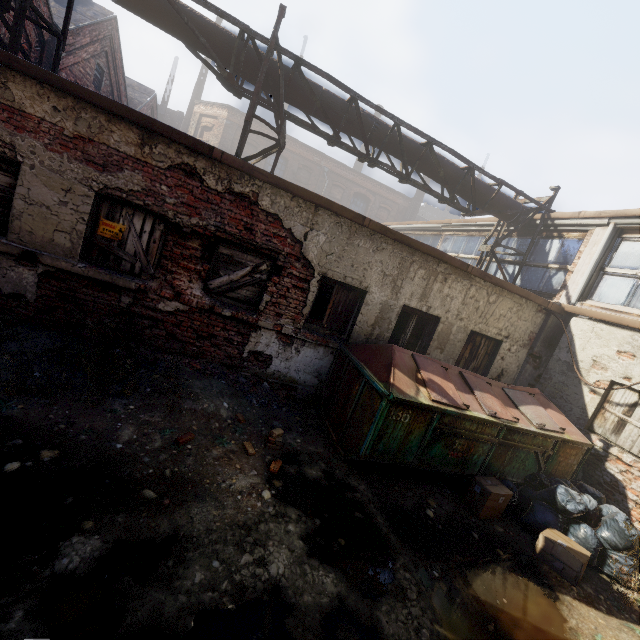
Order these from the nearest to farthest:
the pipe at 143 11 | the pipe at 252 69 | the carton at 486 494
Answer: the carton at 486 494 → the pipe at 143 11 → the pipe at 252 69

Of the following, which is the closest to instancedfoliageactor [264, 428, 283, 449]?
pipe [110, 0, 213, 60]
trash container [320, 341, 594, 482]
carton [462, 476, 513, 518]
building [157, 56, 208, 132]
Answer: trash container [320, 341, 594, 482]

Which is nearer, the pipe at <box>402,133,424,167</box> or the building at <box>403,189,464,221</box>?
the pipe at <box>402,133,424,167</box>

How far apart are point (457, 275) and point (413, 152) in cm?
361

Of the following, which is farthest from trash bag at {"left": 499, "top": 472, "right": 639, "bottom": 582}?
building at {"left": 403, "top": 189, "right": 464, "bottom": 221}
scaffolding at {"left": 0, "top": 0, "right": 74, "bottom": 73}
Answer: building at {"left": 403, "top": 189, "right": 464, "bottom": 221}

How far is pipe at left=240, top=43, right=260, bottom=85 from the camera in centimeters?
662cm

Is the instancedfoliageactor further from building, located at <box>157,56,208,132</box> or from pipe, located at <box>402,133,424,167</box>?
building, located at <box>157,56,208,132</box>

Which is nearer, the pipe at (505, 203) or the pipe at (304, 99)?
the pipe at (304, 99)
